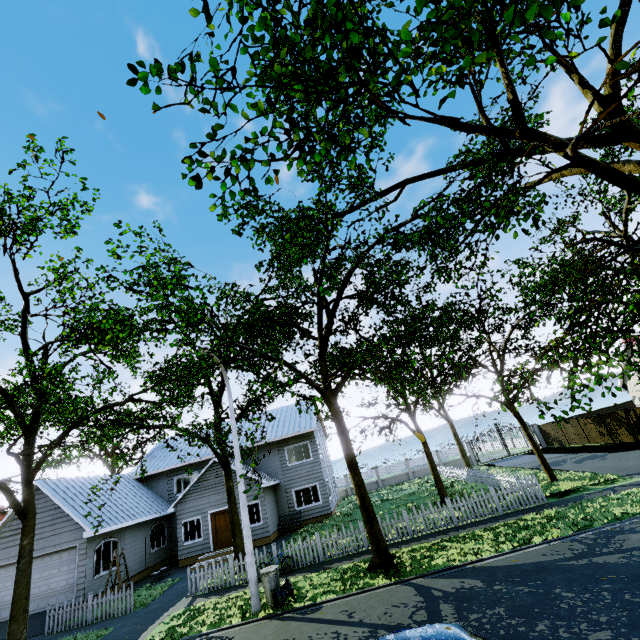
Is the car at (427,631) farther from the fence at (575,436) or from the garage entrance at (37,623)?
the garage entrance at (37,623)

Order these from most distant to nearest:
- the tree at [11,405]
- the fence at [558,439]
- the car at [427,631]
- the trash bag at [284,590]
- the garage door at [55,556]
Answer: the fence at [558,439] < the garage door at [55,556] < the trash bag at [284,590] < the car at [427,631] < the tree at [11,405]

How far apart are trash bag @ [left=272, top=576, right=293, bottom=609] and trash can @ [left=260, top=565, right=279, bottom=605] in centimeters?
2cm

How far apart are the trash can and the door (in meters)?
11.07

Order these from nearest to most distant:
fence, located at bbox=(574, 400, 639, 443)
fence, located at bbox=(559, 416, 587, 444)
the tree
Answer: the tree, fence, located at bbox=(574, 400, 639, 443), fence, located at bbox=(559, 416, 587, 444)

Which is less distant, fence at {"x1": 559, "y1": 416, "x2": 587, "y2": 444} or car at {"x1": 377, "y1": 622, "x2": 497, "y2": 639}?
car at {"x1": 377, "y1": 622, "x2": 497, "y2": 639}

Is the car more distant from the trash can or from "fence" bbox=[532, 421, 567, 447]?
the trash can

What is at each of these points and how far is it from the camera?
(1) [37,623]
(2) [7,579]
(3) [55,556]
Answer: (1) garage entrance, 14.9 meters
(2) garage door, 16.7 meters
(3) garage door, 16.8 meters
